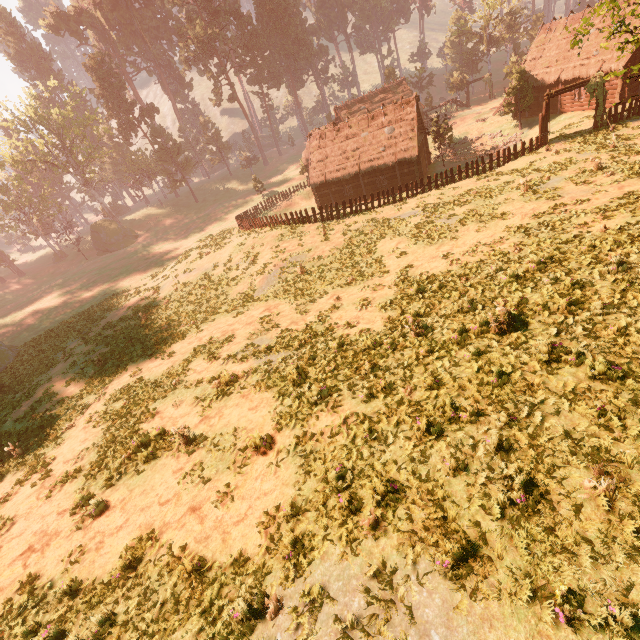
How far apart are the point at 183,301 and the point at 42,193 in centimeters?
4799cm

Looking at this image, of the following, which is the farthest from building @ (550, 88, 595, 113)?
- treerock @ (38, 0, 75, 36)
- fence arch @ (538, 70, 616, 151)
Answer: fence arch @ (538, 70, 616, 151)

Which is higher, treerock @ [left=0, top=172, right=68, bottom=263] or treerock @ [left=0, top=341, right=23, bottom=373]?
treerock @ [left=0, top=172, right=68, bottom=263]

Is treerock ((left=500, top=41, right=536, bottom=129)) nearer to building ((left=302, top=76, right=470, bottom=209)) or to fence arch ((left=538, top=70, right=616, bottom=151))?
building ((left=302, top=76, right=470, bottom=209))

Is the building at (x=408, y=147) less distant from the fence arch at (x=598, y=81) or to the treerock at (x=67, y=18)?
the treerock at (x=67, y=18)

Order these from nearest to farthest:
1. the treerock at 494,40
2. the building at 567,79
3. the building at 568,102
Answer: the building at 567,79
the building at 568,102
the treerock at 494,40

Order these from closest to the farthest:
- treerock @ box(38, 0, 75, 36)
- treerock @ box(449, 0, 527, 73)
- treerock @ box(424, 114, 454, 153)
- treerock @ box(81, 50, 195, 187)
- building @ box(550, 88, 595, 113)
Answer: building @ box(550, 88, 595, 113) < treerock @ box(424, 114, 454, 153) < treerock @ box(81, 50, 195, 187) < treerock @ box(449, 0, 527, 73) < treerock @ box(38, 0, 75, 36)
